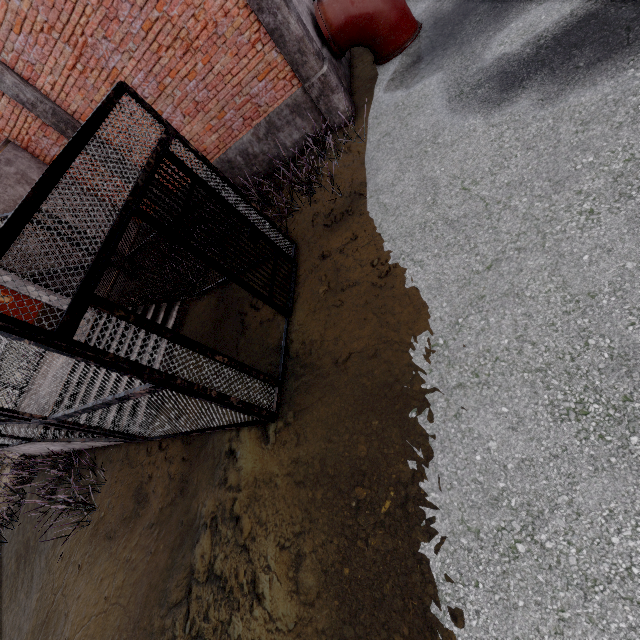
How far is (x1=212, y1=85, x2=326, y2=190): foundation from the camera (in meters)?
6.44

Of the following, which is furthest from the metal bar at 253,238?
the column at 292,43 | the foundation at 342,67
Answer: the foundation at 342,67

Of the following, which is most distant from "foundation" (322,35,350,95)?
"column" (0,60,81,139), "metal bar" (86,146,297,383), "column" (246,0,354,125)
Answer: "column" (0,60,81,139)

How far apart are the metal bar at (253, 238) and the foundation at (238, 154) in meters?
3.4 m

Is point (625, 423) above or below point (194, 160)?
below

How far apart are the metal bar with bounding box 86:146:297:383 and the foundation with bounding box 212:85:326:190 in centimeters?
336cm

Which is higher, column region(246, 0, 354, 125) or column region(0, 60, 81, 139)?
column region(0, 60, 81, 139)

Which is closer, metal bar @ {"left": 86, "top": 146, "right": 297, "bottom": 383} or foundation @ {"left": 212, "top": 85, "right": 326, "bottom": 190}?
metal bar @ {"left": 86, "top": 146, "right": 297, "bottom": 383}
